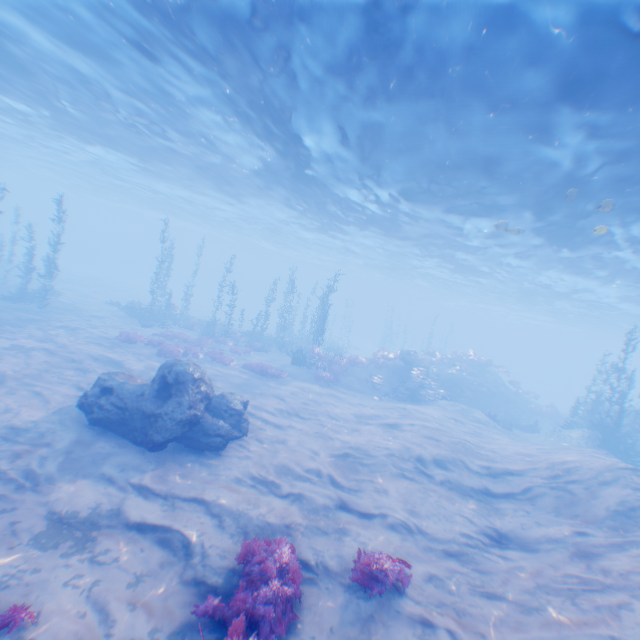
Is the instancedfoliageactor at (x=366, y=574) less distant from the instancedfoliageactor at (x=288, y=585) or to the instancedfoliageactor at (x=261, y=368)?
the instancedfoliageactor at (x=288, y=585)

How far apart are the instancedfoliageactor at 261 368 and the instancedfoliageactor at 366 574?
13.9 meters

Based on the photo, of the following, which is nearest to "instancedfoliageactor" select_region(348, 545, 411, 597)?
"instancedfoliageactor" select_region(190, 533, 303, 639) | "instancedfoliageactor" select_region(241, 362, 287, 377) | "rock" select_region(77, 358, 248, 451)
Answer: "instancedfoliageactor" select_region(190, 533, 303, 639)

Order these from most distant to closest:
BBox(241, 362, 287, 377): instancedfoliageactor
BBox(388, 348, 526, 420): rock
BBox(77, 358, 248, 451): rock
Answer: BBox(388, 348, 526, 420): rock < BBox(241, 362, 287, 377): instancedfoliageactor < BBox(77, 358, 248, 451): rock

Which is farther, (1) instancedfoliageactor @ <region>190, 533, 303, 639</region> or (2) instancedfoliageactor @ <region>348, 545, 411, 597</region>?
(2) instancedfoliageactor @ <region>348, 545, 411, 597</region>

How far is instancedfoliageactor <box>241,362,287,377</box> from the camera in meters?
20.3 m

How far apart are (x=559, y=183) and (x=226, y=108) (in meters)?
14.55

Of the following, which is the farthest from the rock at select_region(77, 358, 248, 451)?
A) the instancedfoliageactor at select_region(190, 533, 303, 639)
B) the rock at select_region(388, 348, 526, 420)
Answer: the instancedfoliageactor at select_region(190, 533, 303, 639)
